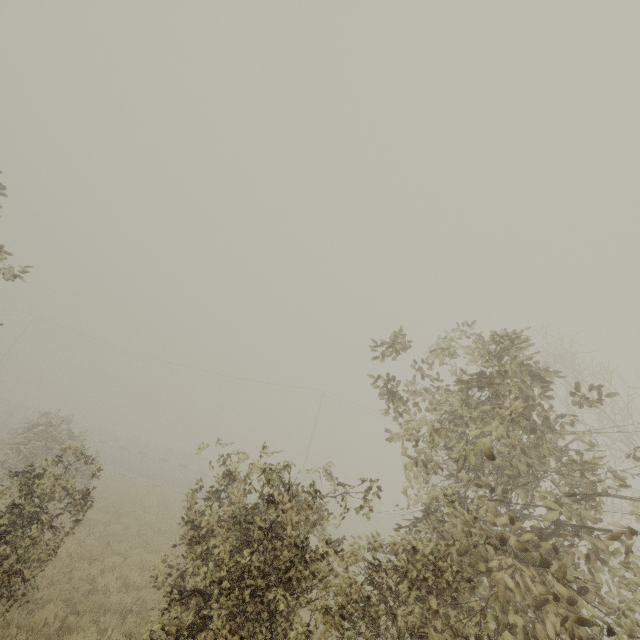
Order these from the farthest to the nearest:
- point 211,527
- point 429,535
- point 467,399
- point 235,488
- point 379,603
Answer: point 429,535
point 235,488
point 467,399
point 211,527
point 379,603
